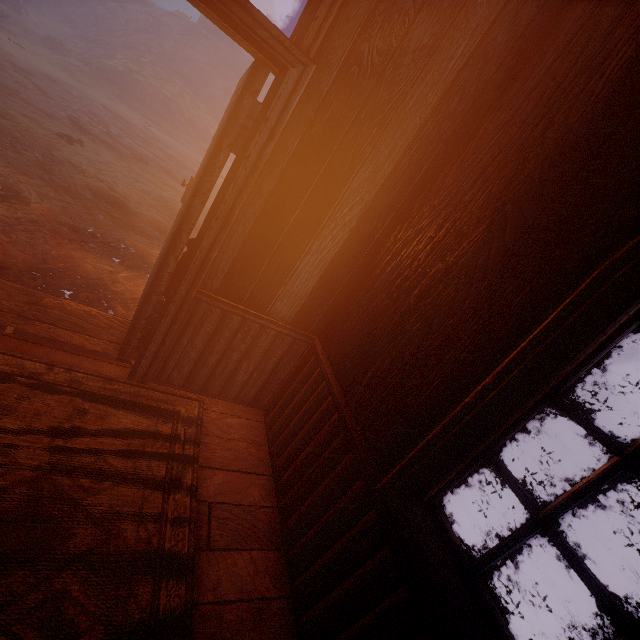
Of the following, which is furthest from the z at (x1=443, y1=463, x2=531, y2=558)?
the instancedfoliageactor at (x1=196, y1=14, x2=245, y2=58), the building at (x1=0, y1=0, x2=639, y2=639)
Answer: the instancedfoliageactor at (x1=196, y1=14, x2=245, y2=58)

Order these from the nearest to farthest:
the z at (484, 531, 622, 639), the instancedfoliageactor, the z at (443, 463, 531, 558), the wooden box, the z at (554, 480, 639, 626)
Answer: the z at (484, 531, 622, 639) < the z at (443, 463, 531, 558) < the z at (554, 480, 639, 626) < the wooden box < the instancedfoliageactor

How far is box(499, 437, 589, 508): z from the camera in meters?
7.7

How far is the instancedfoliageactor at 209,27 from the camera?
31.52m

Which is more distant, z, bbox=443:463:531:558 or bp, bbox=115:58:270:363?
z, bbox=443:463:531:558

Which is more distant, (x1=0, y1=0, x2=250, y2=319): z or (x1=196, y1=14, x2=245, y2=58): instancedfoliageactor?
(x1=196, y1=14, x2=245, y2=58): instancedfoliageactor

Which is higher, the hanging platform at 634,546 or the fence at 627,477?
the fence at 627,477

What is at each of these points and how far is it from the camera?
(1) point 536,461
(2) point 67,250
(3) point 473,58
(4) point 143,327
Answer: (1) z, 9.44m
(2) z, 4.73m
(3) building, 1.87m
(4) bp, 2.32m
